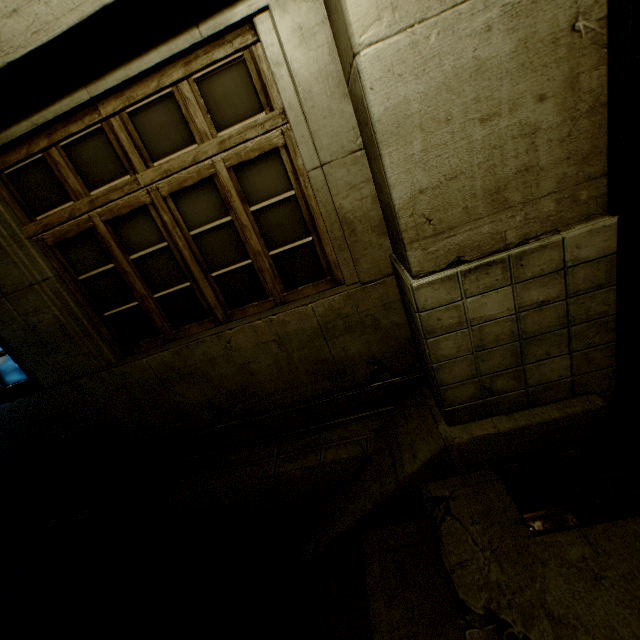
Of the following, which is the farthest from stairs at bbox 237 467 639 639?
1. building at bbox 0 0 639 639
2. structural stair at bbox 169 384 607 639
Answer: building at bbox 0 0 639 639

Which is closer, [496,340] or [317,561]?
[496,340]

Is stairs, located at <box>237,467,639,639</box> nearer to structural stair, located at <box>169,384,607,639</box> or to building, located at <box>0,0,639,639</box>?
structural stair, located at <box>169,384,607,639</box>

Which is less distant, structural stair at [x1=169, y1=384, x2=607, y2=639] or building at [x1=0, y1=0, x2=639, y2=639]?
building at [x1=0, y1=0, x2=639, y2=639]

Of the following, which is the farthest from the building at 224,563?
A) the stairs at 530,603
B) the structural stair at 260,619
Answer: the stairs at 530,603

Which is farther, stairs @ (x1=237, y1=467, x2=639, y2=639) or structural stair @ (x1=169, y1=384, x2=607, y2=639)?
structural stair @ (x1=169, y1=384, x2=607, y2=639)
